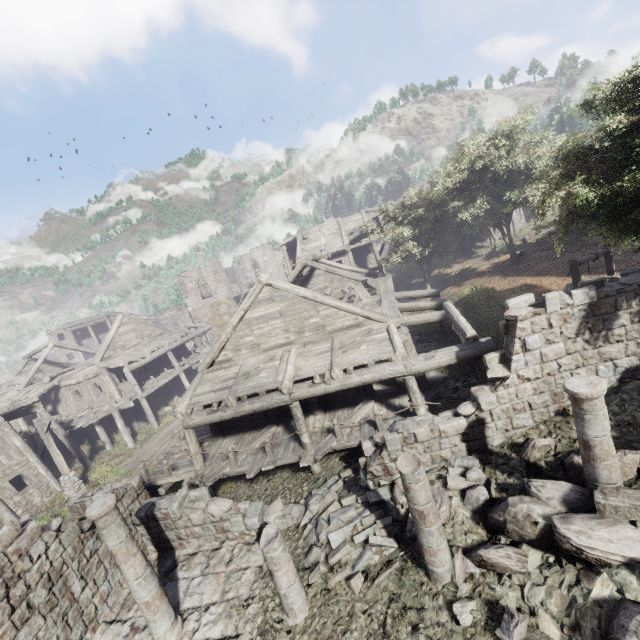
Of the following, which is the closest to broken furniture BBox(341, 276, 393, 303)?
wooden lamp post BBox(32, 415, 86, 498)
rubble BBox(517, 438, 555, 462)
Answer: rubble BBox(517, 438, 555, 462)

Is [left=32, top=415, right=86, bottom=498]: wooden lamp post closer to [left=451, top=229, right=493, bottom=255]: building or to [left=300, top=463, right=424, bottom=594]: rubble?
[left=451, top=229, right=493, bottom=255]: building

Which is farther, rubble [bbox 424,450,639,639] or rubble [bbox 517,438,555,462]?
rubble [bbox 517,438,555,462]

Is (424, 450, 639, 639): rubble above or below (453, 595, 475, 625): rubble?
above

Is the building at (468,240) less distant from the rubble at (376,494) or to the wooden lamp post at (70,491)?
the rubble at (376,494)

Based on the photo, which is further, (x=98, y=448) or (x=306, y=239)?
(x=306, y=239)

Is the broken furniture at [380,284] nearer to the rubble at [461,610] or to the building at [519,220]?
the building at [519,220]
